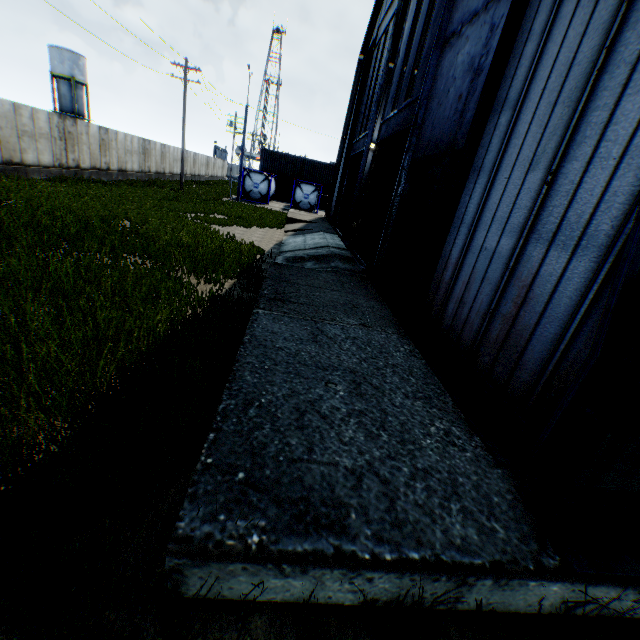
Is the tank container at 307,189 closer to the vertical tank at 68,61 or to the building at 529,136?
the building at 529,136

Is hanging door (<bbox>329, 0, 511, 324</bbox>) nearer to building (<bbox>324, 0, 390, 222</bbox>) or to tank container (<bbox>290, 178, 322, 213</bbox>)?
building (<bbox>324, 0, 390, 222</bbox>)

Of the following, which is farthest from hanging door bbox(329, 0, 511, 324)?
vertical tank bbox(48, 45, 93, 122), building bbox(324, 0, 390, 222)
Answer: vertical tank bbox(48, 45, 93, 122)

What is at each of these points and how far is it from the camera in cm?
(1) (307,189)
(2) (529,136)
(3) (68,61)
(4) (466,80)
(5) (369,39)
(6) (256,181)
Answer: (1) tank container, 3278
(2) building, 436
(3) vertical tank, 4297
(4) hanging door, 643
(5) building, 2000
(6) tank container, 3216

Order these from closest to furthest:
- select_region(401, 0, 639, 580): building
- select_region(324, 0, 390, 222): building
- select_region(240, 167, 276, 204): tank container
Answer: select_region(401, 0, 639, 580): building, select_region(324, 0, 390, 222): building, select_region(240, 167, 276, 204): tank container

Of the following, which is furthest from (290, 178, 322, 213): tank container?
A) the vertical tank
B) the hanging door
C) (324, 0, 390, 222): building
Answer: the vertical tank

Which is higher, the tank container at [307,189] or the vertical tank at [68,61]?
the vertical tank at [68,61]
